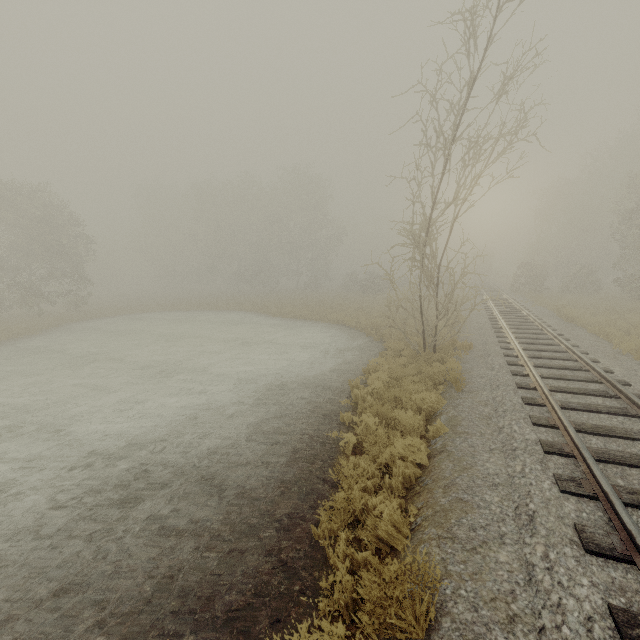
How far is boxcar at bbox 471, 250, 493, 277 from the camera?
55.44m

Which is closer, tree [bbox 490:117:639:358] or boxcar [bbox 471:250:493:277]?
tree [bbox 490:117:639:358]

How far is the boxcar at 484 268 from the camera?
55.4m

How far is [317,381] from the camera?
11.0m

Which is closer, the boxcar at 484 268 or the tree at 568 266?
the tree at 568 266
